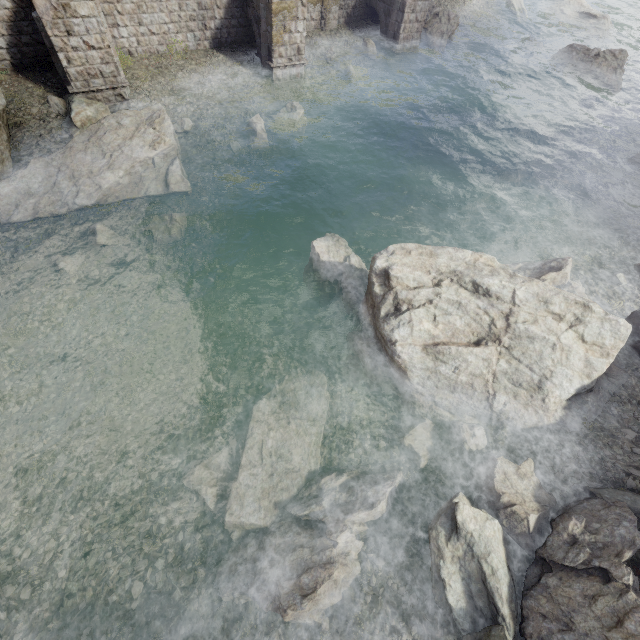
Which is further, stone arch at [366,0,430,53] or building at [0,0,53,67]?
stone arch at [366,0,430,53]

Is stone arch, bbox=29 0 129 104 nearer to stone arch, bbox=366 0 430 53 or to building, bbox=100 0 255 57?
building, bbox=100 0 255 57

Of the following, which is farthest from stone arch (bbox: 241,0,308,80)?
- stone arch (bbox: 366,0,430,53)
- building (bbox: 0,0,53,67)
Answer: stone arch (bbox: 366,0,430,53)

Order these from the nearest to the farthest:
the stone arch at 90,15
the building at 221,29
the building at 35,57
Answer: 1. the stone arch at 90,15
2. the building at 35,57
3. the building at 221,29

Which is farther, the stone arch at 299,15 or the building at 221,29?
the stone arch at 299,15

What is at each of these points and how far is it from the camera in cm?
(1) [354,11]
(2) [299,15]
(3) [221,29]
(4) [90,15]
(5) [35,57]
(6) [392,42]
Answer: (1) building, 2145
(2) stone arch, 1669
(3) building, 1788
(4) stone arch, 1266
(5) building, 1455
(6) stone arch, 2125

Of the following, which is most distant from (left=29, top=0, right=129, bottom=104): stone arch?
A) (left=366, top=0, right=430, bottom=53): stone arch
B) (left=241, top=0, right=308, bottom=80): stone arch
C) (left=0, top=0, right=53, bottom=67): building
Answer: (left=366, top=0, right=430, bottom=53): stone arch
